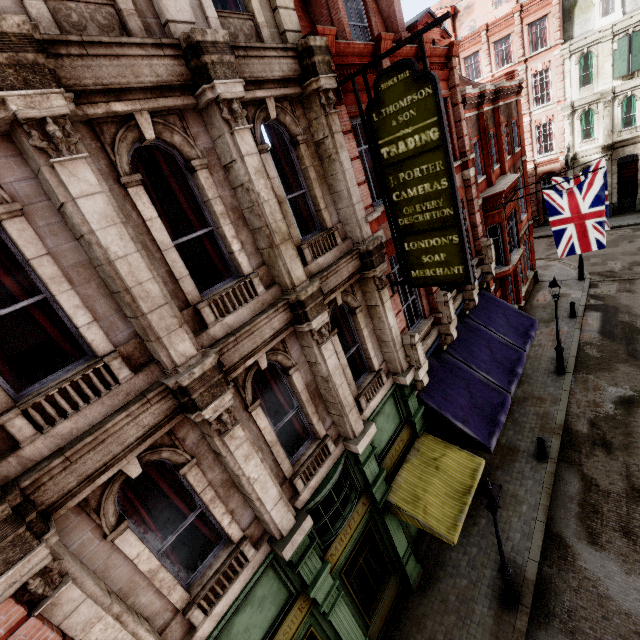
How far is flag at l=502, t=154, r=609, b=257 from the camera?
12.2m

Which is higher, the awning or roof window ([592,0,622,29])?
roof window ([592,0,622,29])

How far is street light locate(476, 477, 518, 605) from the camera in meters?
7.0 m

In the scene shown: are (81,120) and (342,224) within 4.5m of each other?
no

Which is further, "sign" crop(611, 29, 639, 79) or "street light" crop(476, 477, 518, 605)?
"sign" crop(611, 29, 639, 79)

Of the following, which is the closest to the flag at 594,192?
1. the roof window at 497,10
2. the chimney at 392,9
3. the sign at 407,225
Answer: the sign at 407,225

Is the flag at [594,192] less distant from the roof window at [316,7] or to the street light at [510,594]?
the roof window at [316,7]

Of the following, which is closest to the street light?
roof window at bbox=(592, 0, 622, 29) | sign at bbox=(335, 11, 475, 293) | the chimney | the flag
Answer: sign at bbox=(335, 11, 475, 293)
